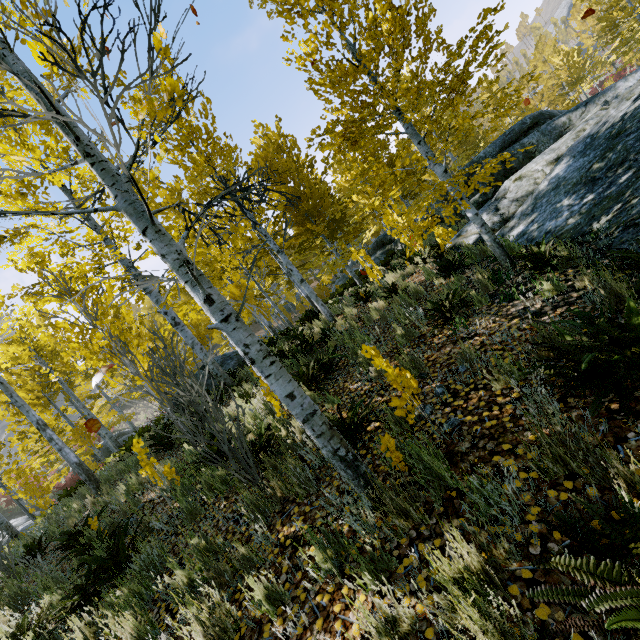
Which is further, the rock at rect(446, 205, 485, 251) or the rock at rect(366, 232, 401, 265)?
A: the rock at rect(366, 232, 401, 265)

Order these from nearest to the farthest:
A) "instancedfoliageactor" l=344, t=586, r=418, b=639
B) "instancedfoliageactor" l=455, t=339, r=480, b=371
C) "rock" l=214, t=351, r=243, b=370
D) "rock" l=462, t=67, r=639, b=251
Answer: "instancedfoliageactor" l=344, t=586, r=418, b=639
"instancedfoliageactor" l=455, t=339, r=480, b=371
"rock" l=462, t=67, r=639, b=251
"rock" l=214, t=351, r=243, b=370

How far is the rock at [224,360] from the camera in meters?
11.4 m

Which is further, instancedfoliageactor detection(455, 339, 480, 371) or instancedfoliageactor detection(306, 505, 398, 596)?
instancedfoliageactor detection(455, 339, 480, 371)

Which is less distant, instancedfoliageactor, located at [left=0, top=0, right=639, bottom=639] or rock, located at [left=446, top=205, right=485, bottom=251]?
instancedfoliageactor, located at [left=0, top=0, right=639, bottom=639]

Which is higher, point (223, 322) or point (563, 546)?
point (223, 322)

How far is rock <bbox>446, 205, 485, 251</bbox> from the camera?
7.62m

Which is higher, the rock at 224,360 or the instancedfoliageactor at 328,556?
the rock at 224,360
